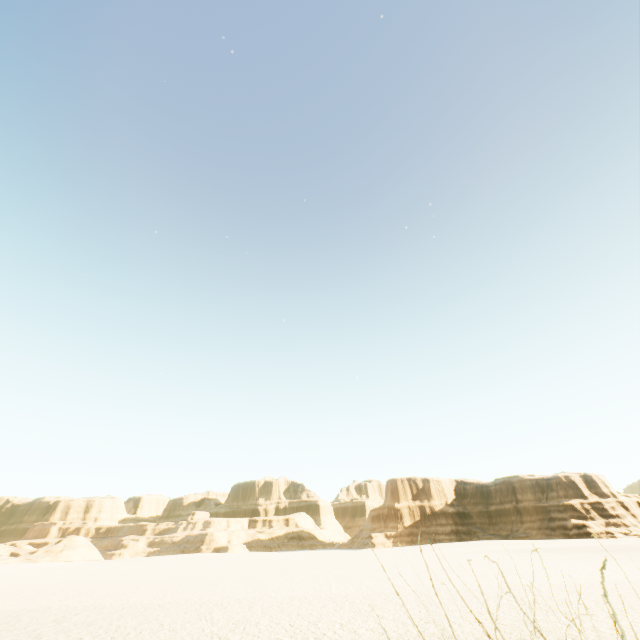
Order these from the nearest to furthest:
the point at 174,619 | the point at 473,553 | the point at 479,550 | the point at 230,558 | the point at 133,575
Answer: the point at 174,619 → the point at 133,575 → the point at 473,553 → the point at 479,550 → the point at 230,558
